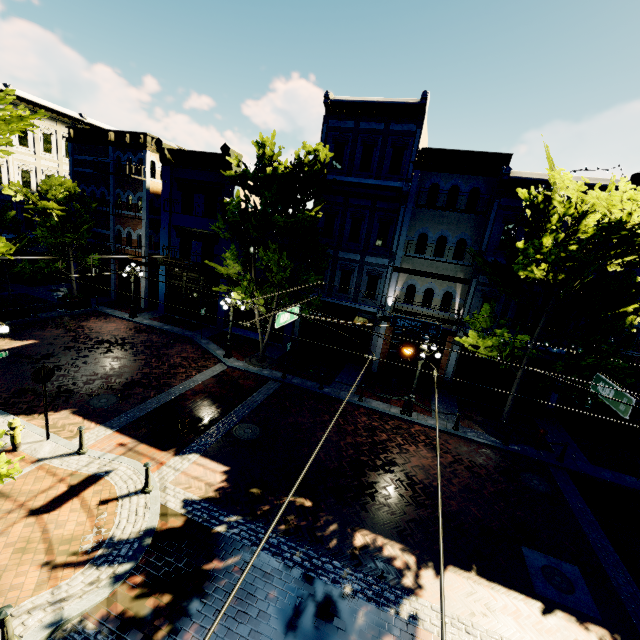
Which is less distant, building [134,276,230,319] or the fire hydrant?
the fire hydrant

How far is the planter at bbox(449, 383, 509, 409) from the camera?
16.6 meters

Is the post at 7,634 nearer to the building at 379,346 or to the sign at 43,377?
the sign at 43,377

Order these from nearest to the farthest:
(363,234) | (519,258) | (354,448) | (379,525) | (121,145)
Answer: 1. (379,525)
2. (519,258)
3. (354,448)
4. (363,234)
5. (121,145)

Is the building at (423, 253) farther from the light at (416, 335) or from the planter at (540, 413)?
the light at (416, 335)

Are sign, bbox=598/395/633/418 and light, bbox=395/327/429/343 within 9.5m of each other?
yes

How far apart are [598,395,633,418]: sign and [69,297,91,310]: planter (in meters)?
26.35

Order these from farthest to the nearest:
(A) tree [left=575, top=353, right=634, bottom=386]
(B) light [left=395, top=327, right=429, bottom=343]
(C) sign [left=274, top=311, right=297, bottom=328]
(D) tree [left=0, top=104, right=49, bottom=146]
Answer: (A) tree [left=575, top=353, right=634, bottom=386]
(C) sign [left=274, top=311, right=297, bottom=328]
(B) light [left=395, top=327, right=429, bottom=343]
(D) tree [left=0, top=104, right=49, bottom=146]
